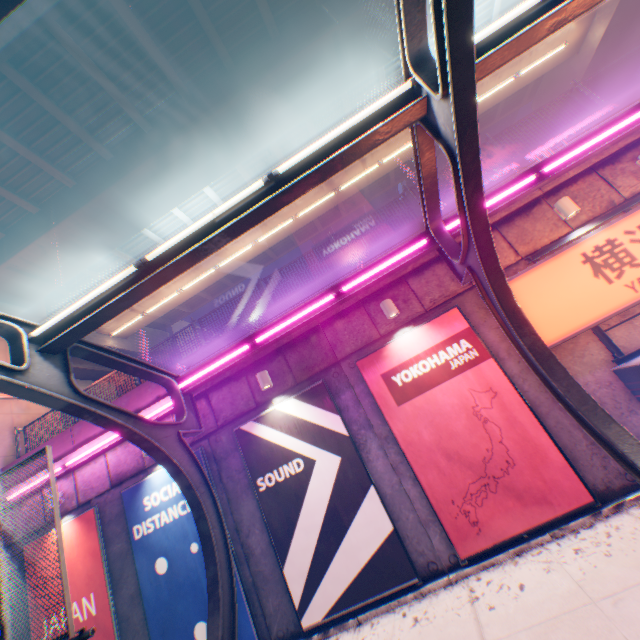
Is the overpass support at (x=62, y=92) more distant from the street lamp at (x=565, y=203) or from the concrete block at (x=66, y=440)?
the street lamp at (x=565, y=203)

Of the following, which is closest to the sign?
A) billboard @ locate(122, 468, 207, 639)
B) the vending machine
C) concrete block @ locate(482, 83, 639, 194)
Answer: the vending machine

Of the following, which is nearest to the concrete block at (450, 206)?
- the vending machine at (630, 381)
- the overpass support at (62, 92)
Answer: the vending machine at (630, 381)

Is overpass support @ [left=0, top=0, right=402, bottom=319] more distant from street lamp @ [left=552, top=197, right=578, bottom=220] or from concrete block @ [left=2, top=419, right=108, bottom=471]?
street lamp @ [left=552, top=197, right=578, bottom=220]

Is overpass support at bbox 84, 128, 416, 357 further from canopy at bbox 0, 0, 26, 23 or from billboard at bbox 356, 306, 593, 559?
billboard at bbox 356, 306, 593, 559

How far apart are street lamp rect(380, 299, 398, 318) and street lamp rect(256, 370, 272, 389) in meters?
3.2

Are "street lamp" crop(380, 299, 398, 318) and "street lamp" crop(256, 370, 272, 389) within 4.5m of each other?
yes

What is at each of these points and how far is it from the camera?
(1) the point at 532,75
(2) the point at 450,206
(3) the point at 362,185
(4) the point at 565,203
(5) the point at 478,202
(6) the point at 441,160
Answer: (1) overpass support, 15.3 meters
(2) concrete block, 8.1 meters
(3) overpass support, 16.6 meters
(4) street lamp, 6.9 meters
(5) canopy, 4.8 meters
(6) overpass support, 44.5 meters
